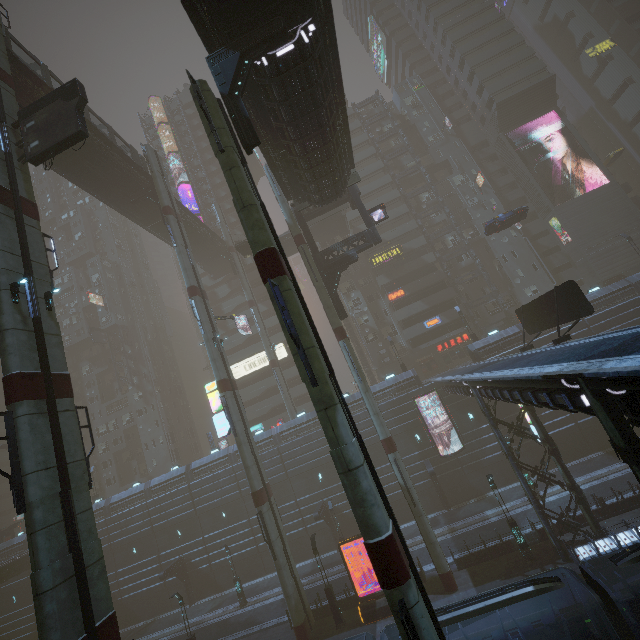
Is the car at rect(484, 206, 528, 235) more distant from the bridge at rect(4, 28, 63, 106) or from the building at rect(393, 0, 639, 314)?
the bridge at rect(4, 28, 63, 106)

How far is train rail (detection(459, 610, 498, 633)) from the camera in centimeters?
1817cm

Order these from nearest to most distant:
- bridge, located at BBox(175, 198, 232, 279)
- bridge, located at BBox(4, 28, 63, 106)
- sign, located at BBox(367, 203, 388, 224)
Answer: bridge, located at BBox(4, 28, 63, 106)
sign, located at BBox(367, 203, 388, 224)
bridge, located at BBox(175, 198, 232, 279)

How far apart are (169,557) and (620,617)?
42.2m

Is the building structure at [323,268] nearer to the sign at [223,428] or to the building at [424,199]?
the building at [424,199]

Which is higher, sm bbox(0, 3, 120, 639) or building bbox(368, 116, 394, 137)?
building bbox(368, 116, 394, 137)

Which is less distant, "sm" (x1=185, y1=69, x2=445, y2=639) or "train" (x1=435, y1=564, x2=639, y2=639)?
"sm" (x1=185, y1=69, x2=445, y2=639)

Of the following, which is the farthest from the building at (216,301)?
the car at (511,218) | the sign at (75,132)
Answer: the sign at (75,132)
